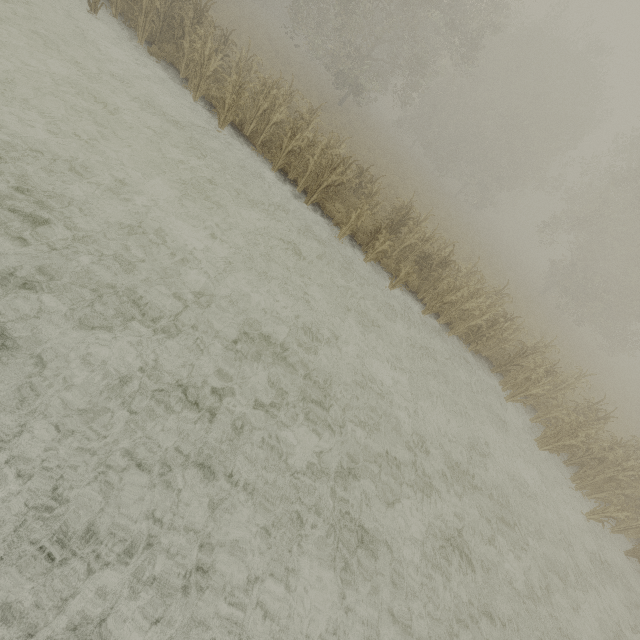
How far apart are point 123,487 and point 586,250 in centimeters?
3776cm
